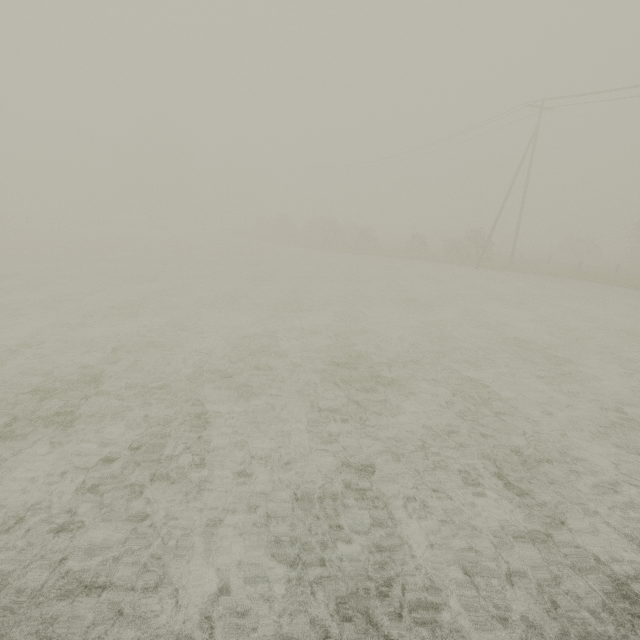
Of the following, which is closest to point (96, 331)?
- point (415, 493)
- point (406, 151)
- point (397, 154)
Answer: point (415, 493)
